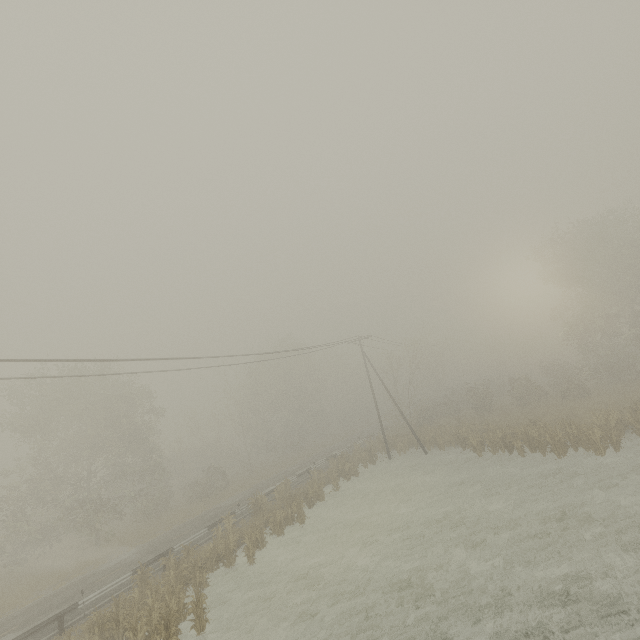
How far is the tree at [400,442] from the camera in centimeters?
3177cm

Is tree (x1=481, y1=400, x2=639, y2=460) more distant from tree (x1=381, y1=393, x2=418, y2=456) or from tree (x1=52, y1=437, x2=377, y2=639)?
tree (x1=52, y1=437, x2=377, y2=639)

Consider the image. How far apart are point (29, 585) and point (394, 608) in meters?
27.0 m

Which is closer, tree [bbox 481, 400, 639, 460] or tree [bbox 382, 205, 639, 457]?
tree [bbox 481, 400, 639, 460]

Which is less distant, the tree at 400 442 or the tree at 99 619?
the tree at 99 619
